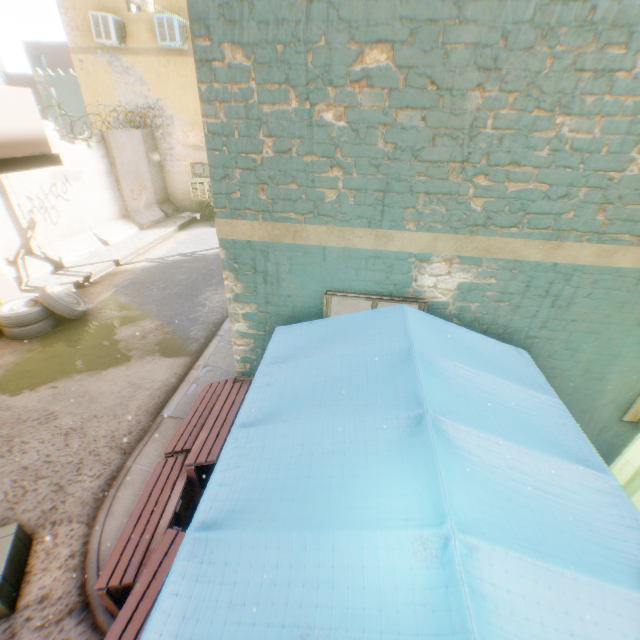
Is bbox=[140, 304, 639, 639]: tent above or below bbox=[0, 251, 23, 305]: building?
above

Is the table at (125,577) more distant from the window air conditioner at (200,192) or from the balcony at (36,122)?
the window air conditioner at (200,192)

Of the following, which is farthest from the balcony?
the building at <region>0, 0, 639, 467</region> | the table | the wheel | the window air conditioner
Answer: the window air conditioner

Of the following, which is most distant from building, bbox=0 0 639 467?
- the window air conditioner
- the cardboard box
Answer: the cardboard box

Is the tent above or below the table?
above

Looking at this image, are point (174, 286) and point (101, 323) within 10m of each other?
yes

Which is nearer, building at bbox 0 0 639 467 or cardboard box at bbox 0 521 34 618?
building at bbox 0 0 639 467

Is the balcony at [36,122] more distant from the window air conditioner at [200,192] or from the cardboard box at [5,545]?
Answer: the window air conditioner at [200,192]
